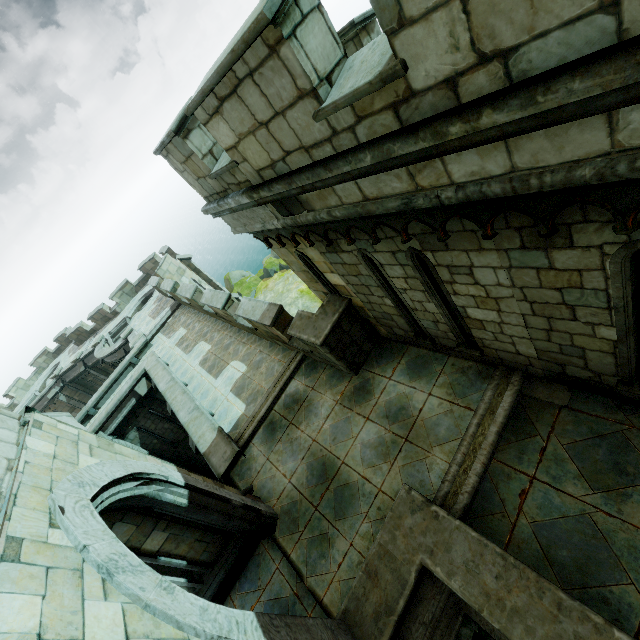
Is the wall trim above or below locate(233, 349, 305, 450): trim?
above

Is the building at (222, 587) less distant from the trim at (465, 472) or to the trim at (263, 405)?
the trim at (263, 405)

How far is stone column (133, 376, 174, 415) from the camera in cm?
1327

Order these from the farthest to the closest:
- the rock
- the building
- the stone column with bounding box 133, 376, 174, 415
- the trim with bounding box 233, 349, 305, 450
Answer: the rock → the stone column with bounding box 133, 376, 174, 415 → the trim with bounding box 233, 349, 305, 450 → the building

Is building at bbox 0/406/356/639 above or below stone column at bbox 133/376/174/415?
above

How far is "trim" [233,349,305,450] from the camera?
8.6 meters

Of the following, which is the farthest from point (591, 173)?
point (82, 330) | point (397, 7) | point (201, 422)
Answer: point (82, 330)

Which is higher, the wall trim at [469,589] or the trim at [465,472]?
the wall trim at [469,589]
